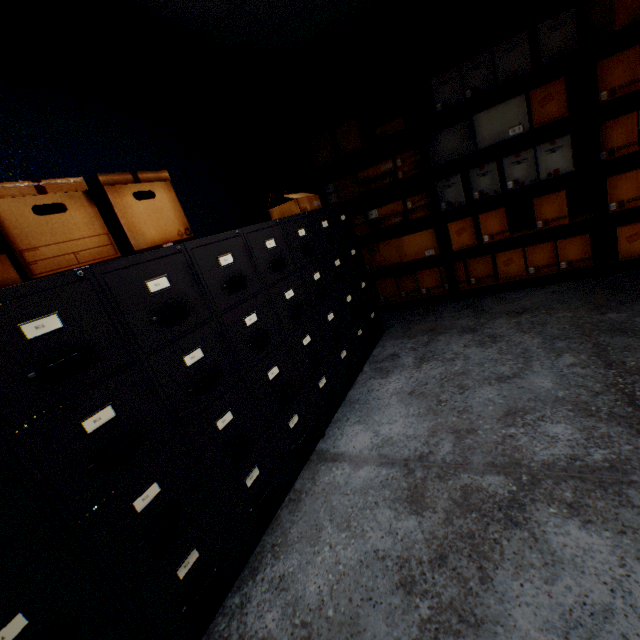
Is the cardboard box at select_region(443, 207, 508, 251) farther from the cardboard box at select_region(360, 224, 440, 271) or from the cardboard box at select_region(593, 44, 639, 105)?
the cardboard box at select_region(593, 44, 639, 105)

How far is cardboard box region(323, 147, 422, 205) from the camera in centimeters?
316cm

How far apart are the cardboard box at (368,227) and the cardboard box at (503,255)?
0.6m

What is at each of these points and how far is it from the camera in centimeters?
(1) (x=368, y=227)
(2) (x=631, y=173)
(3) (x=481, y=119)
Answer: (1) cardboard box, 359cm
(2) cardboard box, 252cm
(3) cardboard box, 276cm

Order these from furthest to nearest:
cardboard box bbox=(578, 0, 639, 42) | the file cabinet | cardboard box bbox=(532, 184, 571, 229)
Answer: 1. cardboard box bbox=(532, 184, 571, 229)
2. cardboard box bbox=(578, 0, 639, 42)
3. the file cabinet

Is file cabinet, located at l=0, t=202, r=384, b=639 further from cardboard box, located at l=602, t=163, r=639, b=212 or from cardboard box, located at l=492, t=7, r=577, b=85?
cardboard box, located at l=602, t=163, r=639, b=212

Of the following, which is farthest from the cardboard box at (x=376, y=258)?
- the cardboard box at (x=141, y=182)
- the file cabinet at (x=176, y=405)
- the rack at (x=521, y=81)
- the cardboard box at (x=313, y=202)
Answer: the cardboard box at (x=141, y=182)

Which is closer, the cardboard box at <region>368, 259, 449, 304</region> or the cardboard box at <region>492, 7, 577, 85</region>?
Result: the cardboard box at <region>492, 7, 577, 85</region>
